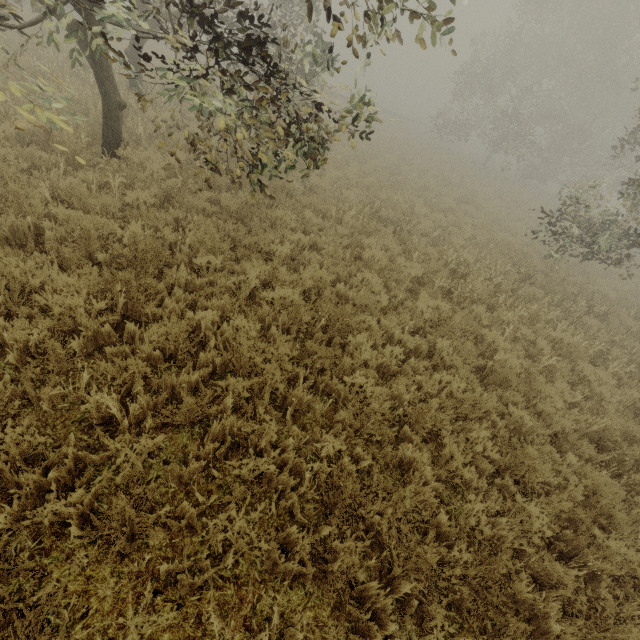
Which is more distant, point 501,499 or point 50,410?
point 501,499

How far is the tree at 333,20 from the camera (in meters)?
3.14

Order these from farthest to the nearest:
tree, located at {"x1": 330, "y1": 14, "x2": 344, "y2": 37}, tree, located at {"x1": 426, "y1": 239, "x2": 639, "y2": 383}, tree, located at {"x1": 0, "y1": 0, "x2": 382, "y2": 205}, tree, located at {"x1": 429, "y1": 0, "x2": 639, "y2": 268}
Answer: tree, located at {"x1": 429, "y1": 0, "x2": 639, "y2": 268}, tree, located at {"x1": 426, "y1": 239, "x2": 639, "y2": 383}, tree, located at {"x1": 0, "y1": 0, "x2": 382, "y2": 205}, tree, located at {"x1": 330, "y1": 14, "x2": 344, "y2": 37}

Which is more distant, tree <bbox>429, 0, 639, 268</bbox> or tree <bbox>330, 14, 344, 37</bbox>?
tree <bbox>429, 0, 639, 268</bbox>

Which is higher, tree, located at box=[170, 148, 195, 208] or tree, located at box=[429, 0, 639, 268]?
tree, located at box=[429, 0, 639, 268]

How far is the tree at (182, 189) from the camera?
4.7m

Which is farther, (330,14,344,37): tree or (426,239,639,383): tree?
(426,239,639,383): tree

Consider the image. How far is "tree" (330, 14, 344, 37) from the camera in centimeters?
314cm
